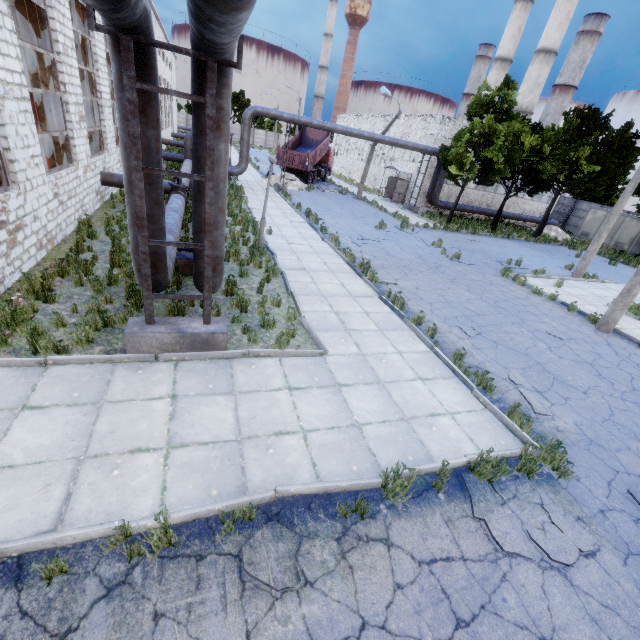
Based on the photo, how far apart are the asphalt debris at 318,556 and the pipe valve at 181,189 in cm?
1213

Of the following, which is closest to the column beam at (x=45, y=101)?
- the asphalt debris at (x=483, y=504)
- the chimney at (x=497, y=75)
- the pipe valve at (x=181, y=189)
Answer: the pipe valve at (x=181, y=189)

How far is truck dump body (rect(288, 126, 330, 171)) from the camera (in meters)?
30.61

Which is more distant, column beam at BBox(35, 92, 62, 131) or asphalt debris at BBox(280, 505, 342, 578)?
column beam at BBox(35, 92, 62, 131)

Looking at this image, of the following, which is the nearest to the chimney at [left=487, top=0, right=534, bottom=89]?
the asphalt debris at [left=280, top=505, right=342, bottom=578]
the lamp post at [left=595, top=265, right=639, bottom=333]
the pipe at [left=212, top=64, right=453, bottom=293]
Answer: the pipe at [left=212, top=64, right=453, bottom=293]

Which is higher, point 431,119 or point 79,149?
point 431,119

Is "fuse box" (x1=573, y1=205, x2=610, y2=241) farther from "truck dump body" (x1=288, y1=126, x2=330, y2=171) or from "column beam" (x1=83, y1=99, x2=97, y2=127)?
"column beam" (x1=83, y1=99, x2=97, y2=127)

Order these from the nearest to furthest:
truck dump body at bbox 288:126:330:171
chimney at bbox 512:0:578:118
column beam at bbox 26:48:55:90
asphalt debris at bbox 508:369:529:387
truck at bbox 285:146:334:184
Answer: asphalt debris at bbox 508:369:529:387 → column beam at bbox 26:48:55:90 → truck dump body at bbox 288:126:330:171 → truck at bbox 285:146:334:184 → chimney at bbox 512:0:578:118
